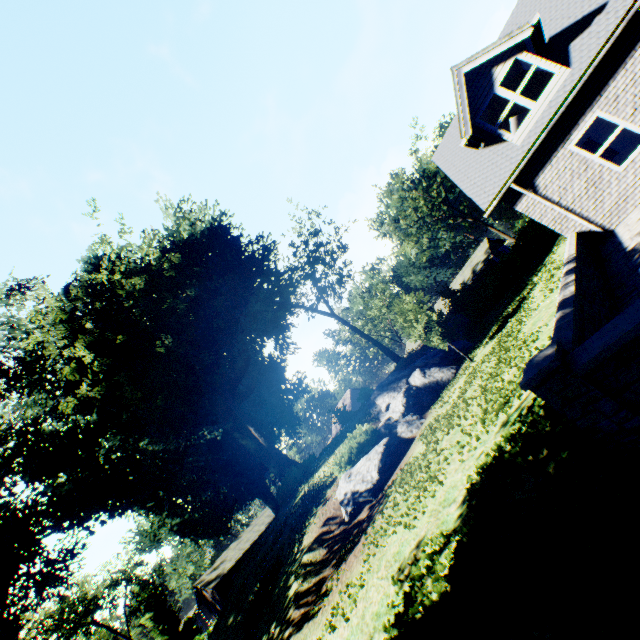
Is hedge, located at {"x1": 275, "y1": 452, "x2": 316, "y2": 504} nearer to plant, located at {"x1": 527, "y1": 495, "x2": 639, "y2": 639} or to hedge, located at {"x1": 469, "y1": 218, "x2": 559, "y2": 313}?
plant, located at {"x1": 527, "y1": 495, "x2": 639, "y2": 639}

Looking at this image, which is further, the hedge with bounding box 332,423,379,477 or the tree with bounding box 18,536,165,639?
the tree with bounding box 18,536,165,639

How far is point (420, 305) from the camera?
16.94m

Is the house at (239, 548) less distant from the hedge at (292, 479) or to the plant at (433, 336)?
the plant at (433, 336)

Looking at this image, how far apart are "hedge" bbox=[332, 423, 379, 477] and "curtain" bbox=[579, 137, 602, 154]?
17.7 meters

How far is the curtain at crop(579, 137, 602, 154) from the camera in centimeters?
1634cm

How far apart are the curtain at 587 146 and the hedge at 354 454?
17.67m

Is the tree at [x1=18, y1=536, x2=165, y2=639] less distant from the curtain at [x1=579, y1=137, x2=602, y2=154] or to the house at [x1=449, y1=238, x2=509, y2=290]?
the house at [x1=449, y1=238, x2=509, y2=290]
